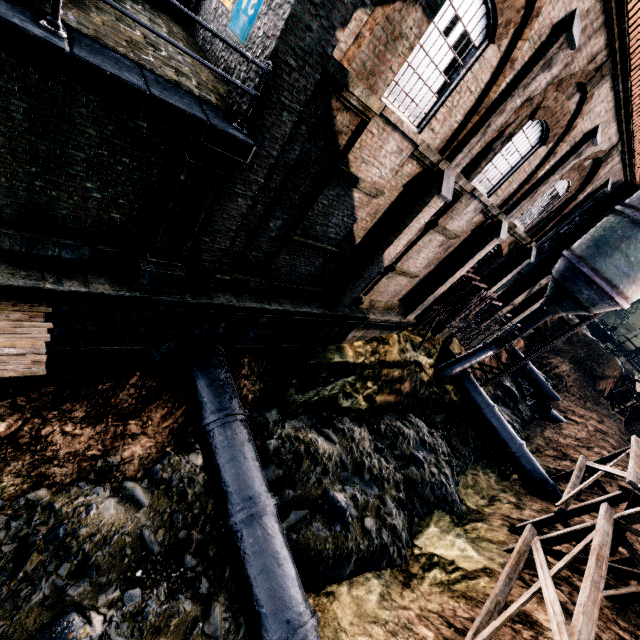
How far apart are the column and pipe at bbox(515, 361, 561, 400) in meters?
40.1 m

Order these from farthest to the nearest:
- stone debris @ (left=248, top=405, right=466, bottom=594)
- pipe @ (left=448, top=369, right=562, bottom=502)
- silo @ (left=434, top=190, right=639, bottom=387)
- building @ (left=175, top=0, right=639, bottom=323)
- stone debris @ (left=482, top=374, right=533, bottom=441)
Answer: stone debris @ (left=482, top=374, right=533, bottom=441) → pipe @ (left=448, top=369, right=562, bottom=502) → silo @ (left=434, top=190, right=639, bottom=387) → stone debris @ (left=248, top=405, right=466, bottom=594) → building @ (left=175, top=0, right=639, bottom=323)

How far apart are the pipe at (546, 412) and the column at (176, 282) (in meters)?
35.09

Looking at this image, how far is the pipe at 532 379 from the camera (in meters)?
36.00

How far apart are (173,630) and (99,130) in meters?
11.9 m

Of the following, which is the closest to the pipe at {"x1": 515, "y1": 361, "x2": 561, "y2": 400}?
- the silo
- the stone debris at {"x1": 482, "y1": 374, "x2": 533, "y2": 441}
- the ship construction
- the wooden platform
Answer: the stone debris at {"x1": 482, "y1": 374, "x2": 533, "y2": 441}

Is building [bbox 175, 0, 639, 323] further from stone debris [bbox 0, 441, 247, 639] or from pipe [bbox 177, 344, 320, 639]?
stone debris [bbox 0, 441, 247, 639]

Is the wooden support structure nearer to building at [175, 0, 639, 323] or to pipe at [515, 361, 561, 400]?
building at [175, 0, 639, 323]
